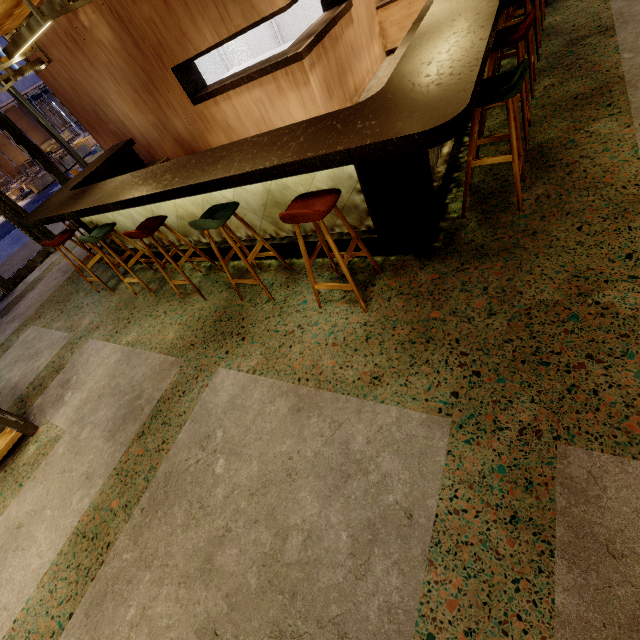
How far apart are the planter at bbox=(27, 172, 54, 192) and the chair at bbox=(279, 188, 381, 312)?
21.7m

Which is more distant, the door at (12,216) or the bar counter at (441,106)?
the door at (12,216)

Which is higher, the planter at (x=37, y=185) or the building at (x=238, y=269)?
the building at (x=238, y=269)

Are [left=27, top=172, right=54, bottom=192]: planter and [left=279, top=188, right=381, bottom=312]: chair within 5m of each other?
no

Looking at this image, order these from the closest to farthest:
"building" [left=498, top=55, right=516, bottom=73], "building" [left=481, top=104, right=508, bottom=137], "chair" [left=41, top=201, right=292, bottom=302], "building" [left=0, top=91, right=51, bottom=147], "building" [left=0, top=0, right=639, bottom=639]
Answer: "building" [left=0, top=0, right=639, bottom=639] < "chair" [left=41, top=201, right=292, bottom=302] < "building" [left=481, top=104, right=508, bottom=137] < "building" [left=498, top=55, right=516, bottom=73] < "building" [left=0, top=91, right=51, bottom=147]

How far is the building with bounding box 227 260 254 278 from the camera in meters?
3.7

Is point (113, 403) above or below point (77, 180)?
below

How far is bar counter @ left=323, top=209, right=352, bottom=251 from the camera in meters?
3.0 m
